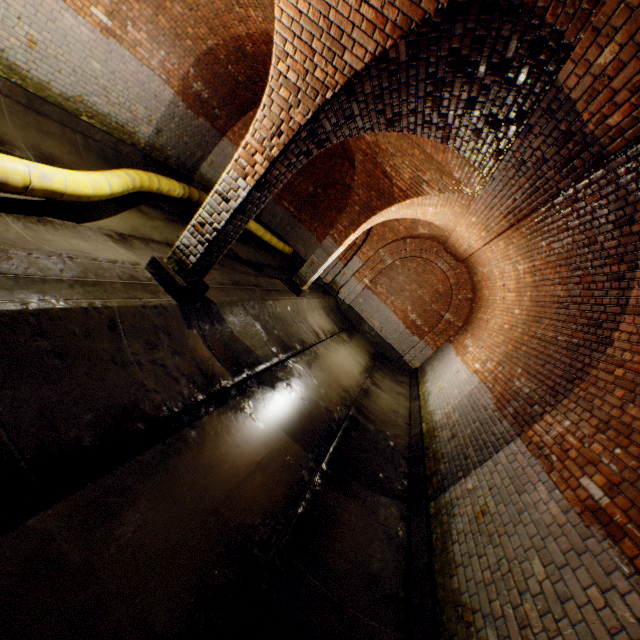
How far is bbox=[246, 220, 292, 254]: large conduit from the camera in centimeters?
1215cm

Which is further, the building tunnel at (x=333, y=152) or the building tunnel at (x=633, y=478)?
the building tunnel at (x=333, y=152)

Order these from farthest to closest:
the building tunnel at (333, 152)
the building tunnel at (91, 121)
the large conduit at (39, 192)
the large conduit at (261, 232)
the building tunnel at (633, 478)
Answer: the large conduit at (261, 232), the building tunnel at (333, 152), the building tunnel at (91, 121), the large conduit at (39, 192), the building tunnel at (633, 478)

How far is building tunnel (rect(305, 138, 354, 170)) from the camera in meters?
10.4 m

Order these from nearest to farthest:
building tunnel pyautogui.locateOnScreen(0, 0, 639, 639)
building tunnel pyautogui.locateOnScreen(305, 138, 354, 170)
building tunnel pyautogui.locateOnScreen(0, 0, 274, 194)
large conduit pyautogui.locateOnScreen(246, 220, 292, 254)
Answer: building tunnel pyautogui.locateOnScreen(0, 0, 639, 639)
building tunnel pyautogui.locateOnScreen(0, 0, 274, 194)
building tunnel pyautogui.locateOnScreen(305, 138, 354, 170)
large conduit pyautogui.locateOnScreen(246, 220, 292, 254)

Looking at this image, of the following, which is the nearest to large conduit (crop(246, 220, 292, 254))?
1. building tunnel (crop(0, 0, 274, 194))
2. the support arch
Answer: building tunnel (crop(0, 0, 274, 194))

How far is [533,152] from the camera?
3.7 meters
